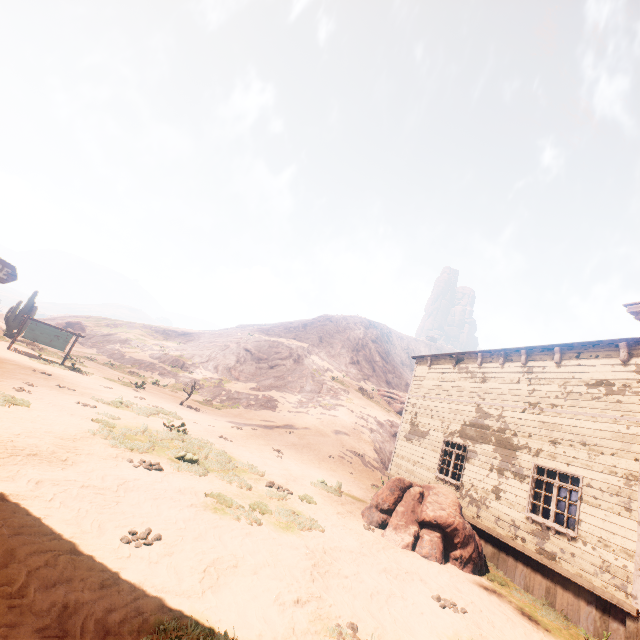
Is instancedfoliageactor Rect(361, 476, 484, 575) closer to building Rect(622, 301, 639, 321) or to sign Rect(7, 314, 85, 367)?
building Rect(622, 301, 639, 321)

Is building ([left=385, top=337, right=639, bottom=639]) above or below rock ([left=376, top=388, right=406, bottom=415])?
below

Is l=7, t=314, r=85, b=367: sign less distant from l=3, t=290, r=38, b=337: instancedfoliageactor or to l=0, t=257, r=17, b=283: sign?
l=3, t=290, r=38, b=337: instancedfoliageactor

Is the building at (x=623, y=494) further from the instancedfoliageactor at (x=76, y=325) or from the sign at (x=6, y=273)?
the instancedfoliageactor at (x=76, y=325)

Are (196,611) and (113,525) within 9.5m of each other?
yes

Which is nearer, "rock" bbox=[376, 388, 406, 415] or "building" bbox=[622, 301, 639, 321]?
"building" bbox=[622, 301, 639, 321]

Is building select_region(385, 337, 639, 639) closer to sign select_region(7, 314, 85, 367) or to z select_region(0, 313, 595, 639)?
z select_region(0, 313, 595, 639)

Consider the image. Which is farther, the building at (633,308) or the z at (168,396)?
the building at (633,308)
